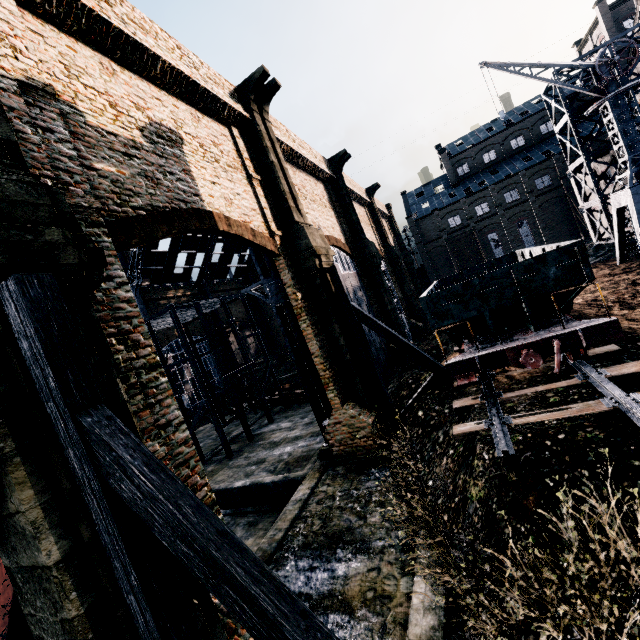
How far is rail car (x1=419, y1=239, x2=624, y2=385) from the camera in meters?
9.4 m

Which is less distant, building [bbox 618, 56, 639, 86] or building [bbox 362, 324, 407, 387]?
building [bbox 362, 324, 407, 387]

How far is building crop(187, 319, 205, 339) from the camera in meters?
46.4

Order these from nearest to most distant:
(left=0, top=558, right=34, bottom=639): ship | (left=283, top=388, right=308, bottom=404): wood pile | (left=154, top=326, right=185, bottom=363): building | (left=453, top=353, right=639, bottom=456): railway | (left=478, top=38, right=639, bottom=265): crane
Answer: (left=453, top=353, right=639, bottom=456): railway → (left=0, top=558, right=34, bottom=639): ship → (left=478, top=38, right=639, bottom=265): crane → (left=283, top=388, right=308, bottom=404): wood pile → (left=154, top=326, right=185, bottom=363): building

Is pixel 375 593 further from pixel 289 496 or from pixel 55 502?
pixel 289 496

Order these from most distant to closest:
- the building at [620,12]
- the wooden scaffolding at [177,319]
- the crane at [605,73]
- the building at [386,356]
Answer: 1. the building at [620,12]
2. the wooden scaffolding at [177,319]
3. the building at [386,356]
4. the crane at [605,73]

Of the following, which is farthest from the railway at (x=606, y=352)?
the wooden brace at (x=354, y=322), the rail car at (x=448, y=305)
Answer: the wooden brace at (x=354, y=322)
